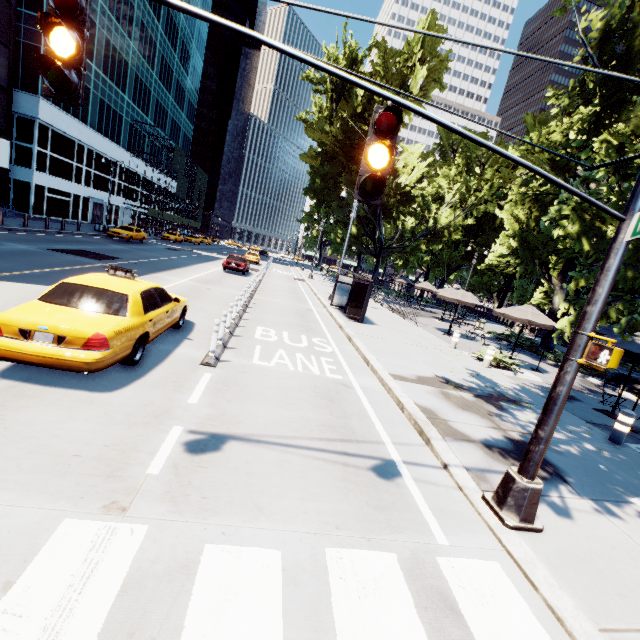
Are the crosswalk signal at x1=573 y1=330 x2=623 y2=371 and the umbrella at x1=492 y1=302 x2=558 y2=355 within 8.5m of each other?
no

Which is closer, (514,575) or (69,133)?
(514,575)

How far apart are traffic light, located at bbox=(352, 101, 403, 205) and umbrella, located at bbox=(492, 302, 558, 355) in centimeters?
1429cm

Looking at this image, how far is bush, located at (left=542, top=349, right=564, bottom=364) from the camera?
18.44m

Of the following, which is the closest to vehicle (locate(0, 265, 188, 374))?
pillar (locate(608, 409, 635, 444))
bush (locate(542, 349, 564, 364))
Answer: pillar (locate(608, 409, 635, 444))

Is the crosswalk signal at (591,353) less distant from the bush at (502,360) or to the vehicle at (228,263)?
the bush at (502,360)

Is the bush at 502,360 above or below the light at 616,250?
below

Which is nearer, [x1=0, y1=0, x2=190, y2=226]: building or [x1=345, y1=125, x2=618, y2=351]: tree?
[x1=345, y1=125, x2=618, y2=351]: tree
